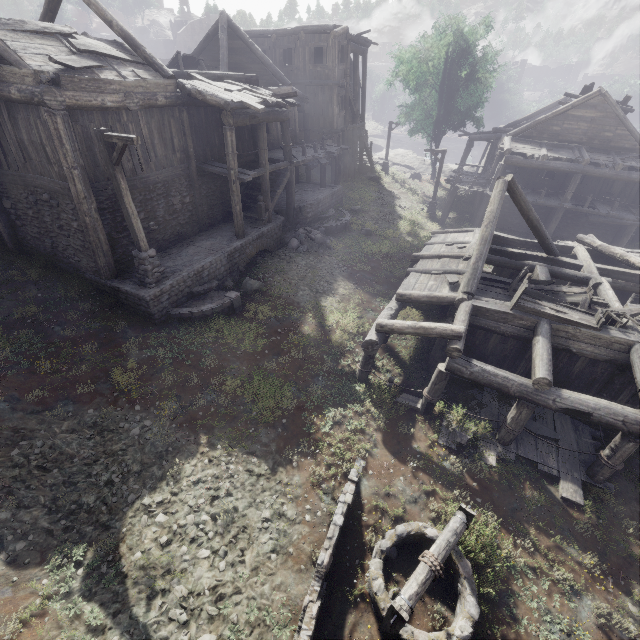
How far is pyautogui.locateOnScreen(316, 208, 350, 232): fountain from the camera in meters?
19.6 m

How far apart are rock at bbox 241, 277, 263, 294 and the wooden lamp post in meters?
3.0 m

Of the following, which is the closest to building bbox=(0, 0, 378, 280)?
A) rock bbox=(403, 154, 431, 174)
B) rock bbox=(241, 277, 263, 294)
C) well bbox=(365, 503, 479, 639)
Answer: rock bbox=(403, 154, 431, 174)

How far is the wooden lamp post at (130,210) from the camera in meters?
8.6

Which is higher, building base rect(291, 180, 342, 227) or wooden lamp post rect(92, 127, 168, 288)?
wooden lamp post rect(92, 127, 168, 288)

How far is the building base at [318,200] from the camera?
18.95m

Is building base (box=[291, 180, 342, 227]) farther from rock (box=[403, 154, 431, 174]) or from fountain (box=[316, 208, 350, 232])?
rock (box=[403, 154, 431, 174])

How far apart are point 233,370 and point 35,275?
8.66m
